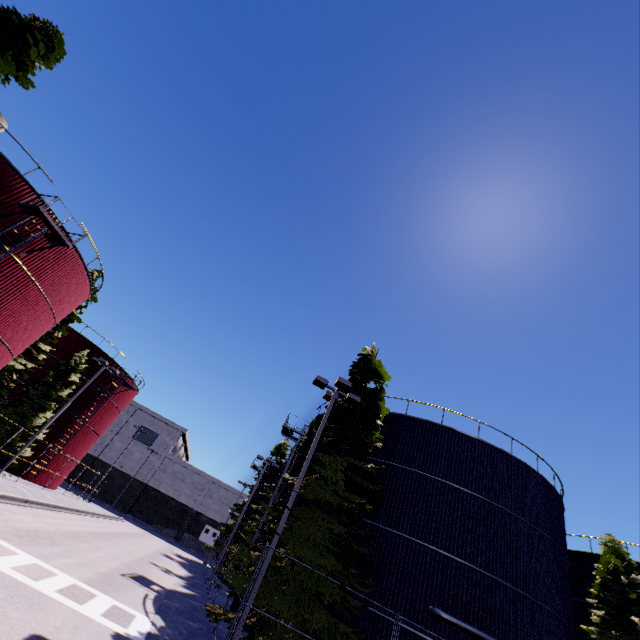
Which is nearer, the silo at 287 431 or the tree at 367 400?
the tree at 367 400

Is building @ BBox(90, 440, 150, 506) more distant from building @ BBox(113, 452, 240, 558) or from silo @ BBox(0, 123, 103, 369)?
building @ BBox(113, 452, 240, 558)

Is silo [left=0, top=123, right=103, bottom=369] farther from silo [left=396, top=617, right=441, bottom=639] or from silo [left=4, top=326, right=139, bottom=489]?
silo [left=4, top=326, right=139, bottom=489]

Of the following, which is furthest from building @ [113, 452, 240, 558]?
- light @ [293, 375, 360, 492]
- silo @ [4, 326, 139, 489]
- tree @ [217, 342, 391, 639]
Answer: silo @ [4, 326, 139, 489]

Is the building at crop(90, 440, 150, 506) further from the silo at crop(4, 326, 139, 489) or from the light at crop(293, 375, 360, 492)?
the light at crop(293, 375, 360, 492)

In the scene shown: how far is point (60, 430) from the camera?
30.95m

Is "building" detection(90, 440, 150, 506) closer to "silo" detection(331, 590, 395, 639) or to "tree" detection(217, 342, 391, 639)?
"silo" detection(331, 590, 395, 639)
